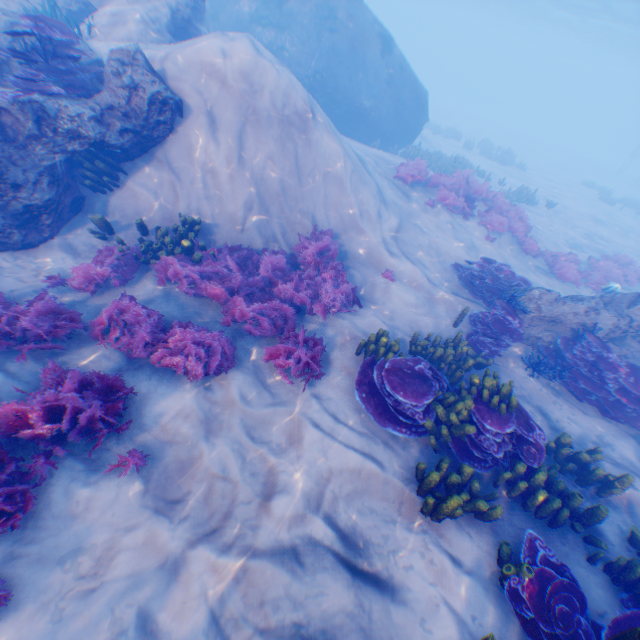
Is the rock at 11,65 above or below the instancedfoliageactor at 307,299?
above

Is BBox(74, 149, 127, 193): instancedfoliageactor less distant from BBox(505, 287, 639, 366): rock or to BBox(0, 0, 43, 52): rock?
BBox(0, 0, 43, 52): rock

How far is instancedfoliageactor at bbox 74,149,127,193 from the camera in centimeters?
708cm

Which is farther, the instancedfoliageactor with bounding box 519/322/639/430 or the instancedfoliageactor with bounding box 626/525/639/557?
the instancedfoliageactor with bounding box 519/322/639/430

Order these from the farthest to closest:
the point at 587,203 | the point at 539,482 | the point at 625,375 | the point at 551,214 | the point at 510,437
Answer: the point at 587,203
the point at 551,214
the point at 625,375
the point at 510,437
the point at 539,482

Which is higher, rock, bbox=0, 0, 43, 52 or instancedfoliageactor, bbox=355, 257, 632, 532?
rock, bbox=0, 0, 43, 52

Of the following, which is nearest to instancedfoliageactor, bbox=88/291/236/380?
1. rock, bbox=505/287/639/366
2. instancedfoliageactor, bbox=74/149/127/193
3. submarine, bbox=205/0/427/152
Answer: instancedfoliageactor, bbox=74/149/127/193

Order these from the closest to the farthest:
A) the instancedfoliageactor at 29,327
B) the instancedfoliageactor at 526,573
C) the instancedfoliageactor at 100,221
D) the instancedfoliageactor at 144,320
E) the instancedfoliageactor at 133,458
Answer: the instancedfoliageactor at 526,573 < the instancedfoliageactor at 133,458 < the instancedfoliageactor at 29,327 < the instancedfoliageactor at 144,320 < the instancedfoliageactor at 100,221
